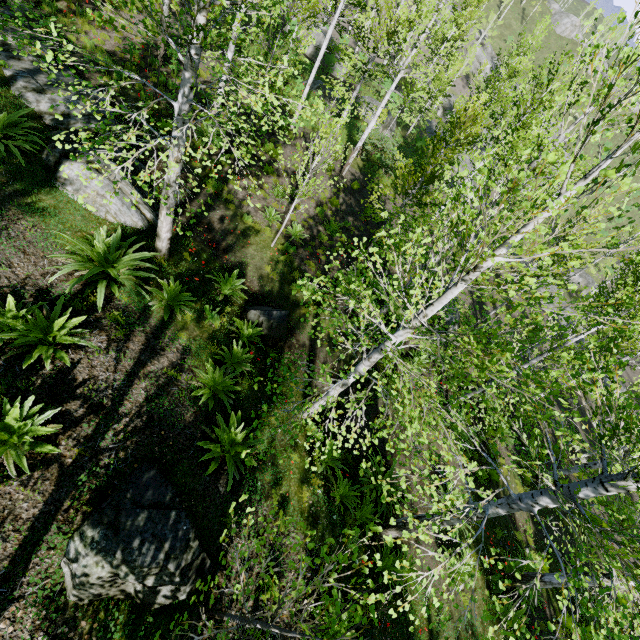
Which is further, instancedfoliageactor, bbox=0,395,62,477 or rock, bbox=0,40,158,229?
rock, bbox=0,40,158,229

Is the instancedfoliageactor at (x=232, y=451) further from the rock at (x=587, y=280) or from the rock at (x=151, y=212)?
the rock at (x=587, y=280)

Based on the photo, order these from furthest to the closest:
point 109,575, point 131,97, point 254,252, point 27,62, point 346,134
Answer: point 346,134
point 131,97
point 254,252
point 27,62
point 109,575

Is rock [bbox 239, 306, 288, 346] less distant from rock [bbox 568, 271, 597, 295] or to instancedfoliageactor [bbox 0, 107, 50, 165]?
instancedfoliageactor [bbox 0, 107, 50, 165]

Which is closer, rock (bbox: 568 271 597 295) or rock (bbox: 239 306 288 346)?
rock (bbox: 239 306 288 346)

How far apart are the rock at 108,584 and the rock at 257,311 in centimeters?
366cm

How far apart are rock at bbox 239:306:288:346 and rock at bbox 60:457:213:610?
3.7 meters

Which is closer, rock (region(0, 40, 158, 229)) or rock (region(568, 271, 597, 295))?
rock (region(0, 40, 158, 229))
